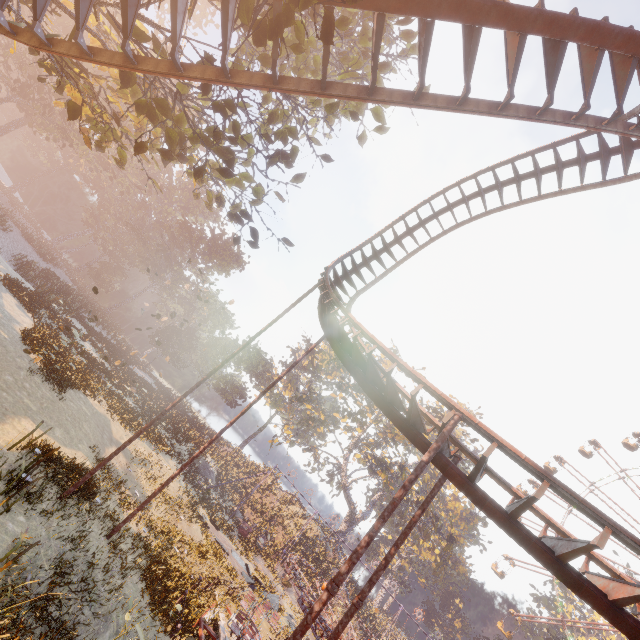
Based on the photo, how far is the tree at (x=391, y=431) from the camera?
40.2 meters

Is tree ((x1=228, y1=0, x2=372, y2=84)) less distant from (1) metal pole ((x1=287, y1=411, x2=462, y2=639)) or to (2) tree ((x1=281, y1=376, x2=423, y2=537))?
(1) metal pole ((x1=287, y1=411, x2=462, y2=639))

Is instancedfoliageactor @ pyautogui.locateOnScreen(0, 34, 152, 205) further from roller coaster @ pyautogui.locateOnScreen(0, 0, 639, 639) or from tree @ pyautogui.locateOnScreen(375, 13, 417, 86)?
roller coaster @ pyautogui.locateOnScreen(0, 0, 639, 639)

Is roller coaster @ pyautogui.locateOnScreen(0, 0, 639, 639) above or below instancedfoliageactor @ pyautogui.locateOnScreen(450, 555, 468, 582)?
below

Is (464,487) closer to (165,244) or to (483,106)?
(483,106)

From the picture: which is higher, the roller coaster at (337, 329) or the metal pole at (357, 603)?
the roller coaster at (337, 329)

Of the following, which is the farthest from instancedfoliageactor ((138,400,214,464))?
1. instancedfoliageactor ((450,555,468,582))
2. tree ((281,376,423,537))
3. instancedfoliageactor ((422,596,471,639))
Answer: instancedfoliageactor ((450,555,468,582))

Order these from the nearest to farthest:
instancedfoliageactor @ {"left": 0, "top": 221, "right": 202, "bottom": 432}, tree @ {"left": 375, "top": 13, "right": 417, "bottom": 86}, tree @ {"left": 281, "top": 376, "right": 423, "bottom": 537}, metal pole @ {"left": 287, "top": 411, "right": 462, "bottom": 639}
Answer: metal pole @ {"left": 287, "top": 411, "right": 462, "bottom": 639}
tree @ {"left": 375, "top": 13, "right": 417, "bottom": 86}
instancedfoliageactor @ {"left": 0, "top": 221, "right": 202, "bottom": 432}
tree @ {"left": 281, "top": 376, "right": 423, "bottom": 537}
